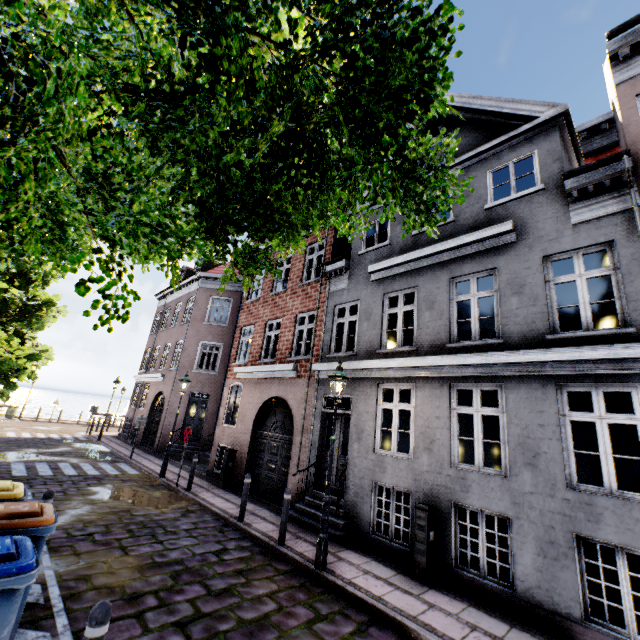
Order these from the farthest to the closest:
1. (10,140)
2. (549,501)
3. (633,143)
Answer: (633,143) < (549,501) < (10,140)

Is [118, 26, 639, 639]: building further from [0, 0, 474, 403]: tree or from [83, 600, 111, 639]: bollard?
[83, 600, 111, 639]: bollard

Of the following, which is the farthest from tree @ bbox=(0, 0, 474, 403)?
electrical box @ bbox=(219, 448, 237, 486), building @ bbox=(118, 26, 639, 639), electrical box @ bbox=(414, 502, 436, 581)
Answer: electrical box @ bbox=(219, 448, 237, 486)

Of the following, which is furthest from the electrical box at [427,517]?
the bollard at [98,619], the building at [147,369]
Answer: the bollard at [98,619]

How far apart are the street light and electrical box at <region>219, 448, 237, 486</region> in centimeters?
671cm

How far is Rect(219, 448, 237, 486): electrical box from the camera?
11.87m

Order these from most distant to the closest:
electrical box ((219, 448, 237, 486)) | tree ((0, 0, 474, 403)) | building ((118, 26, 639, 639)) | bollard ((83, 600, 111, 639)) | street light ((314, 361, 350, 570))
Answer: electrical box ((219, 448, 237, 486)), street light ((314, 361, 350, 570)), building ((118, 26, 639, 639)), bollard ((83, 600, 111, 639)), tree ((0, 0, 474, 403))

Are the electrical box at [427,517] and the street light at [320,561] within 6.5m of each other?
yes
